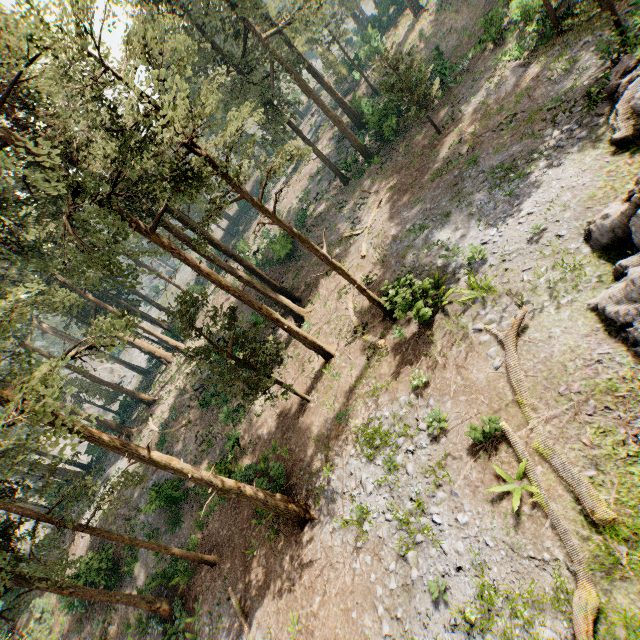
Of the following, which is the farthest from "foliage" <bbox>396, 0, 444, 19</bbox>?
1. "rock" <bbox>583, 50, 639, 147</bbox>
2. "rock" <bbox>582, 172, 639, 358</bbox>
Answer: "rock" <bbox>583, 50, 639, 147</bbox>

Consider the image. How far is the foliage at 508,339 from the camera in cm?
1056

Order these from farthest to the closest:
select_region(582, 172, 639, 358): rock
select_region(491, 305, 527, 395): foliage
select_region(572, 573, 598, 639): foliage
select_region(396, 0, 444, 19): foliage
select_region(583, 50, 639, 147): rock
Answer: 1. select_region(396, 0, 444, 19): foliage
2. select_region(583, 50, 639, 147): rock
3. select_region(491, 305, 527, 395): foliage
4. select_region(582, 172, 639, 358): rock
5. select_region(572, 573, 598, 639): foliage

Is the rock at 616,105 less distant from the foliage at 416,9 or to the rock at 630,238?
the rock at 630,238

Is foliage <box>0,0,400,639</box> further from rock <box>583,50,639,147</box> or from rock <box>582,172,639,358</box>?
rock <box>583,50,639,147</box>

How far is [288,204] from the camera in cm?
4269
